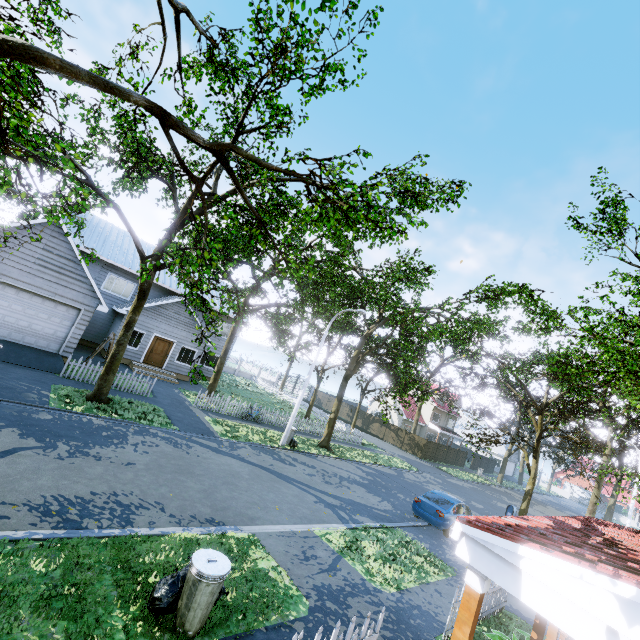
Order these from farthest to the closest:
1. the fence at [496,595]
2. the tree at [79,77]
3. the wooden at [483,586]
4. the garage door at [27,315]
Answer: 1. the garage door at [27,315]
2. the fence at [496,595]
3. the tree at [79,77]
4. the wooden at [483,586]

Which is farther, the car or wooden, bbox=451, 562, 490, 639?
the car

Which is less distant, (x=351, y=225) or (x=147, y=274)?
(x=147, y=274)

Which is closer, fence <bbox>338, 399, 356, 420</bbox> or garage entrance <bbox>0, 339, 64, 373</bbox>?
garage entrance <bbox>0, 339, 64, 373</bbox>

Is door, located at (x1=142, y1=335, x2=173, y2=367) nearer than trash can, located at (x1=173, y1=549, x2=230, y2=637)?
No

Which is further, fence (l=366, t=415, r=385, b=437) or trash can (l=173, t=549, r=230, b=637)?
fence (l=366, t=415, r=385, b=437)

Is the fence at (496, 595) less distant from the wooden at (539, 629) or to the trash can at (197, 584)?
the wooden at (539, 629)

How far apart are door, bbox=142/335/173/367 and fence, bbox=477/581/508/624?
22.38m
